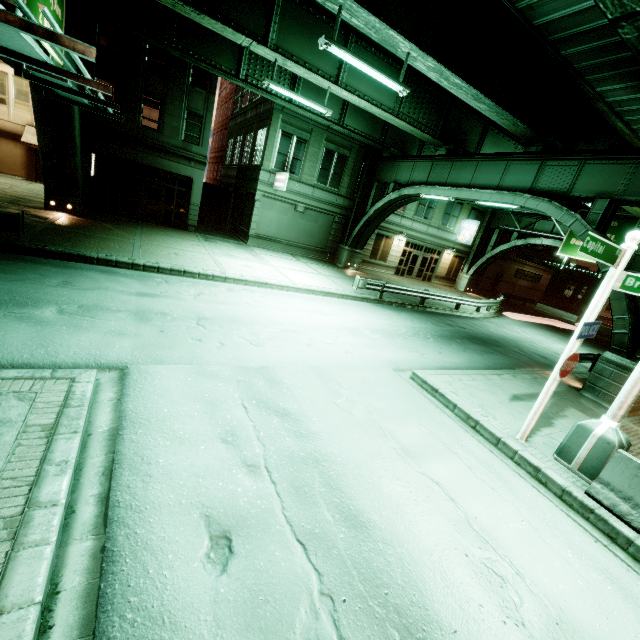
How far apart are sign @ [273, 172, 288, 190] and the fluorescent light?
11.0m

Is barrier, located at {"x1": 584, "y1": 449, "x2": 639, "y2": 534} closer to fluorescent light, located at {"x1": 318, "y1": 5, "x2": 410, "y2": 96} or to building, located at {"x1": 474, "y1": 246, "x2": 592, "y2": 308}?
fluorescent light, located at {"x1": 318, "y1": 5, "x2": 410, "y2": 96}

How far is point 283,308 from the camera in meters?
12.3

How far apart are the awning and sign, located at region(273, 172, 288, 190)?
16.3 meters

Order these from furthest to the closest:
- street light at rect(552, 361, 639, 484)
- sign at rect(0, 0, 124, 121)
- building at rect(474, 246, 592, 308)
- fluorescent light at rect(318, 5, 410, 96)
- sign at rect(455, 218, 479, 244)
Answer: building at rect(474, 246, 592, 308) < sign at rect(455, 218, 479, 244) < fluorescent light at rect(318, 5, 410, 96) < street light at rect(552, 361, 639, 484) < sign at rect(0, 0, 124, 121)

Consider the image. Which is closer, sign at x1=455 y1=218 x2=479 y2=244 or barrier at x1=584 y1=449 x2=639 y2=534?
barrier at x1=584 y1=449 x2=639 y2=534

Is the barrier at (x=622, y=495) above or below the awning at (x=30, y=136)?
below

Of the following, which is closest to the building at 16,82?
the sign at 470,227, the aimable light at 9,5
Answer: the aimable light at 9,5
